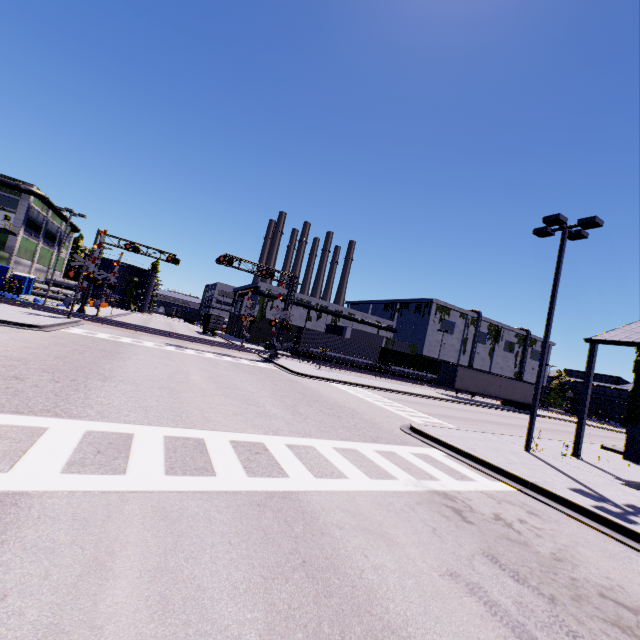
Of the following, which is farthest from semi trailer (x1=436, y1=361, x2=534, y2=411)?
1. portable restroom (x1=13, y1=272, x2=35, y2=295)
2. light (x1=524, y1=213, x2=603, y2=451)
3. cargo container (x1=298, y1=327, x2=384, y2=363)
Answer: portable restroom (x1=13, y1=272, x2=35, y2=295)

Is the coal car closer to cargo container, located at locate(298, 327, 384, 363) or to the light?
cargo container, located at locate(298, 327, 384, 363)

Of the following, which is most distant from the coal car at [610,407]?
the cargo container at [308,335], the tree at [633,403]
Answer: the cargo container at [308,335]

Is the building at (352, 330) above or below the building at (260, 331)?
above

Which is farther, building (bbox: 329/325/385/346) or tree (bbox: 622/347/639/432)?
building (bbox: 329/325/385/346)

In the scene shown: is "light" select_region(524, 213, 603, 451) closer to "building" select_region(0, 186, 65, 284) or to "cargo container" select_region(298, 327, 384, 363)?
"building" select_region(0, 186, 65, 284)

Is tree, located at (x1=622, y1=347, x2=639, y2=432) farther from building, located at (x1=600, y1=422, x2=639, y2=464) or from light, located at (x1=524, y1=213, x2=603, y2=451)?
light, located at (x1=524, y1=213, x2=603, y2=451)

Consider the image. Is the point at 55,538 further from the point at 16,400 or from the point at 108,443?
the point at 16,400
